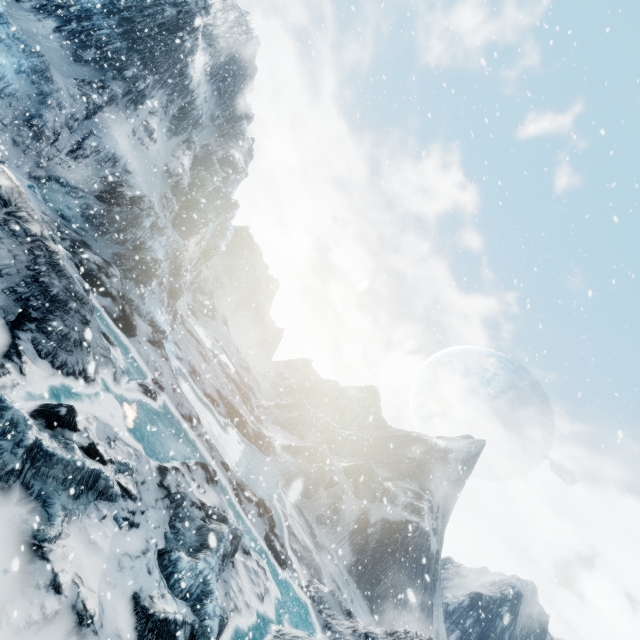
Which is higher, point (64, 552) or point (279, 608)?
point (64, 552)
